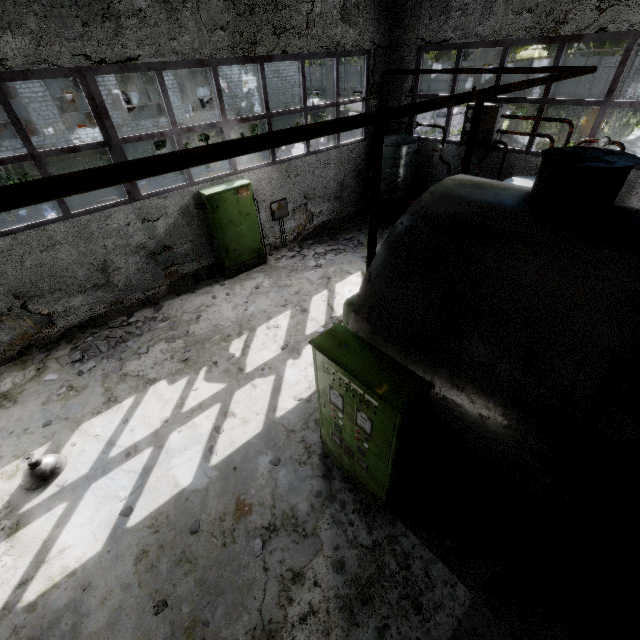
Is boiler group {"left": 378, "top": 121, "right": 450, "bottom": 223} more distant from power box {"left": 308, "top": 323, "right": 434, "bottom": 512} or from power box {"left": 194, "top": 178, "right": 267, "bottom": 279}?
power box {"left": 308, "top": 323, "right": 434, "bottom": 512}

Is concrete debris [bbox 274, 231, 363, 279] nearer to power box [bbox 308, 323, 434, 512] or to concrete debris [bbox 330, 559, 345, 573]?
power box [bbox 308, 323, 434, 512]

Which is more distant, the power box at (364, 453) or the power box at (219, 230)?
the power box at (219, 230)

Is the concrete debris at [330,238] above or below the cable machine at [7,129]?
below

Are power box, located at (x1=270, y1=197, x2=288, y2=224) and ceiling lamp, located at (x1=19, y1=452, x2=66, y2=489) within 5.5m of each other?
no

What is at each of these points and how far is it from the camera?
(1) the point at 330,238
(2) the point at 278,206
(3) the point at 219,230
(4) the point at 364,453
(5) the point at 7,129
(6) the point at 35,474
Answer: (1) concrete debris, 11.3 meters
(2) power box, 10.1 meters
(3) power box, 8.7 meters
(4) power box, 4.1 meters
(5) cable machine, 23.3 meters
(6) ceiling lamp, 5.0 meters

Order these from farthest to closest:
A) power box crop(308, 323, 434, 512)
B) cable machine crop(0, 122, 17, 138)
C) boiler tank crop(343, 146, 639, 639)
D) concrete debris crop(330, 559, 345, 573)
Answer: cable machine crop(0, 122, 17, 138), concrete debris crop(330, 559, 345, 573), power box crop(308, 323, 434, 512), boiler tank crop(343, 146, 639, 639)

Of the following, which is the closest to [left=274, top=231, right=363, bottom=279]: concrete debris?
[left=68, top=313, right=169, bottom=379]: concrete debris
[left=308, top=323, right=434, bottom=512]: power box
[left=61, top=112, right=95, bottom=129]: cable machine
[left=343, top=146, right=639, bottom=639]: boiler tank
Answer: [left=343, top=146, right=639, bottom=639]: boiler tank
